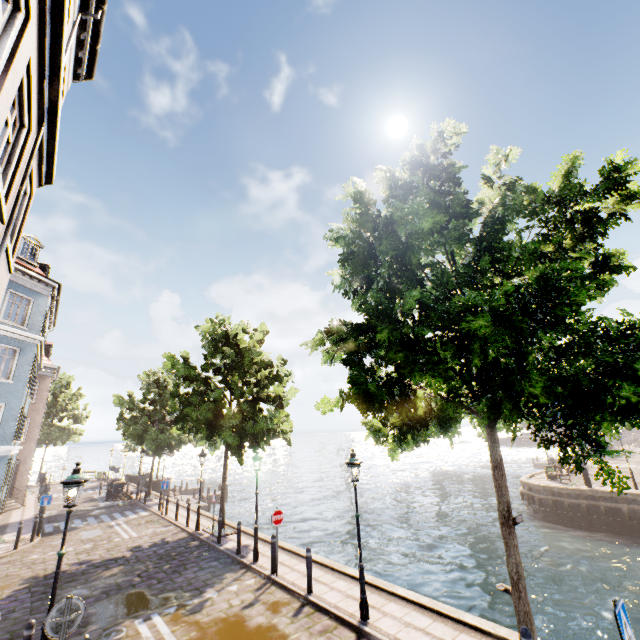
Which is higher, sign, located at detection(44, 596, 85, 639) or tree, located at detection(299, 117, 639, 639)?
tree, located at detection(299, 117, 639, 639)

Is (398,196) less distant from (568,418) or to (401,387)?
(401,387)

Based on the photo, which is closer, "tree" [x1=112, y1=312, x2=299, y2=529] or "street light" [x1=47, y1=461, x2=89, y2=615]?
"street light" [x1=47, y1=461, x2=89, y2=615]

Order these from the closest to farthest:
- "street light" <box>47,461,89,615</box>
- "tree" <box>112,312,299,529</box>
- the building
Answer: the building
"street light" <box>47,461,89,615</box>
"tree" <box>112,312,299,529</box>

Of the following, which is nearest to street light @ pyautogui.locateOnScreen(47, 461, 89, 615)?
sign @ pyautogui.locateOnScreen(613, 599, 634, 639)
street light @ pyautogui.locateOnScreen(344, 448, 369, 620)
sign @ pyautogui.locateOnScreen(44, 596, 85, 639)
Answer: sign @ pyautogui.locateOnScreen(44, 596, 85, 639)

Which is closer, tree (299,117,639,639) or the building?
the building

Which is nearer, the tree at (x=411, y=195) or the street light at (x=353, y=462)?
the tree at (x=411, y=195)

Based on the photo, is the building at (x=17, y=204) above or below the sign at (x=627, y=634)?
above
